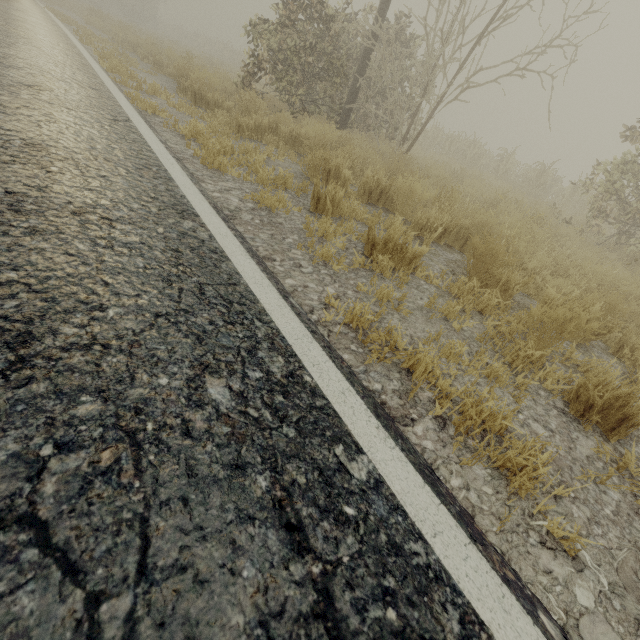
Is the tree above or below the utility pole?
below

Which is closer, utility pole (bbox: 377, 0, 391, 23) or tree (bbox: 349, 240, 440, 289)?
tree (bbox: 349, 240, 440, 289)

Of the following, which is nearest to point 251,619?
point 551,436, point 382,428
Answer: point 382,428

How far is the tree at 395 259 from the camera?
2.8m

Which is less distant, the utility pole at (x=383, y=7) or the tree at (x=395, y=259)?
the tree at (x=395, y=259)

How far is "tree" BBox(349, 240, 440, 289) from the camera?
2.8 meters
